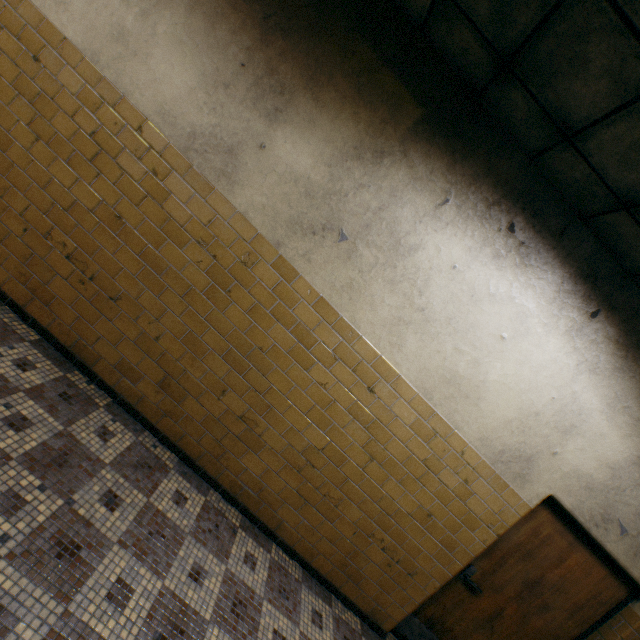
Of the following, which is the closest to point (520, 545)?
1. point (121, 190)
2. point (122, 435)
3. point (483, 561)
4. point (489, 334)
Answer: point (483, 561)
